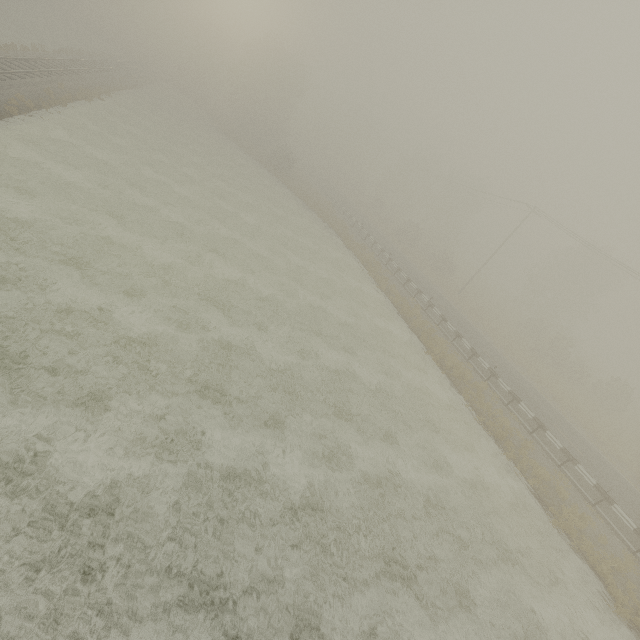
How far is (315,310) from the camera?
18.9 meters
